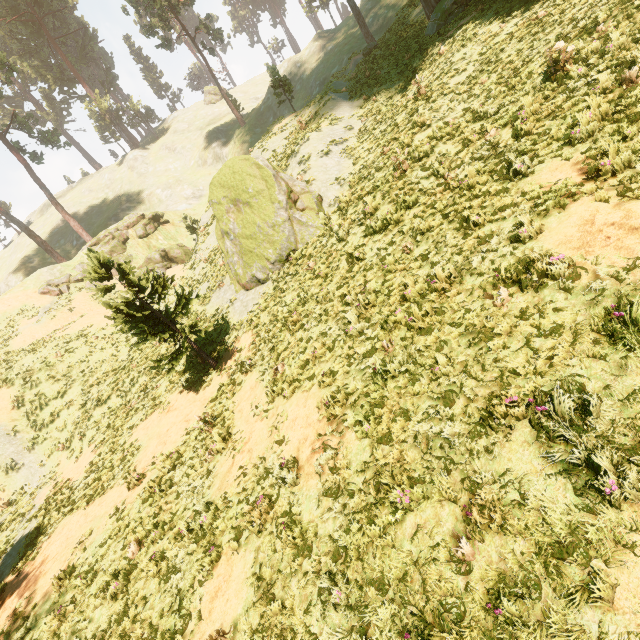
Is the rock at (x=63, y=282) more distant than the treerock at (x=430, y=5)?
Yes

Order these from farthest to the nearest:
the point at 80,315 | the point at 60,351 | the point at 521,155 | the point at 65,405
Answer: the point at 80,315 → the point at 60,351 → the point at 65,405 → the point at 521,155

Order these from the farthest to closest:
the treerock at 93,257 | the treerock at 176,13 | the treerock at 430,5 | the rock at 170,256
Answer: the treerock at 176,13 < the rock at 170,256 < the treerock at 430,5 < the treerock at 93,257

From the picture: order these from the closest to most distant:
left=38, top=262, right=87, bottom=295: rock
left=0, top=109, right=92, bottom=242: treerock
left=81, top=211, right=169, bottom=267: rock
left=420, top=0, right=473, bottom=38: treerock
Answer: left=420, top=0, right=473, bottom=38: treerock
left=38, top=262, right=87, bottom=295: rock
left=81, top=211, right=169, bottom=267: rock
left=0, top=109, right=92, bottom=242: treerock

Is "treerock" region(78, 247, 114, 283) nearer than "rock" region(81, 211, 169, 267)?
Yes

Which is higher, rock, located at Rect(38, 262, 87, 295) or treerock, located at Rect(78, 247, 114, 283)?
rock, located at Rect(38, 262, 87, 295)
